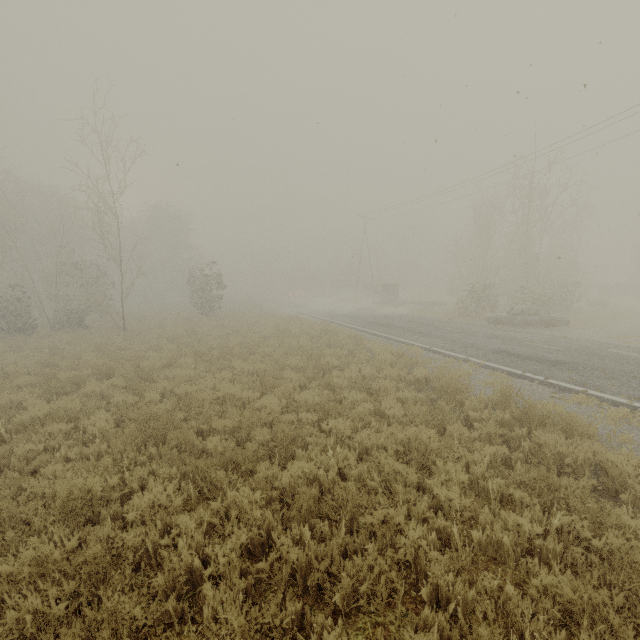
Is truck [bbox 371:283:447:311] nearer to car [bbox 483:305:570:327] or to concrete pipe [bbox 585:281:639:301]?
car [bbox 483:305:570:327]

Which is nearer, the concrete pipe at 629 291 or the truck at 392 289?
the truck at 392 289

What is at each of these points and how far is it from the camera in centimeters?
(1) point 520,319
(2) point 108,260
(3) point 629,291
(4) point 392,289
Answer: (1) car, 1922cm
(2) tree, 2772cm
(3) concrete pipe, 3500cm
(4) truck, 3522cm

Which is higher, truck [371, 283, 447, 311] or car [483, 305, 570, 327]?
truck [371, 283, 447, 311]

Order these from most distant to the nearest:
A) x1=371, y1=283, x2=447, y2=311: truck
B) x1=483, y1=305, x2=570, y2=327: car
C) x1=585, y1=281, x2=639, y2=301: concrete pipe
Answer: x1=585, y1=281, x2=639, y2=301: concrete pipe, x1=371, y1=283, x2=447, y2=311: truck, x1=483, y1=305, x2=570, y2=327: car

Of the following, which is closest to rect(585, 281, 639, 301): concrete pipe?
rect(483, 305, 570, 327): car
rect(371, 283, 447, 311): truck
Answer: rect(371, 283, 447, 311): truck

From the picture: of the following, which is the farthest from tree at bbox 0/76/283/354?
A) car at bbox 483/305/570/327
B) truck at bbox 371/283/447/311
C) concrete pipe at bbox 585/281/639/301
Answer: concrete pipe at bbox 585/281/639/301

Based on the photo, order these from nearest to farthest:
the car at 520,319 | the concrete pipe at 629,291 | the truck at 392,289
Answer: the car at 520,319 < the truck at 392,289 < the concrete pipe at 629,291
